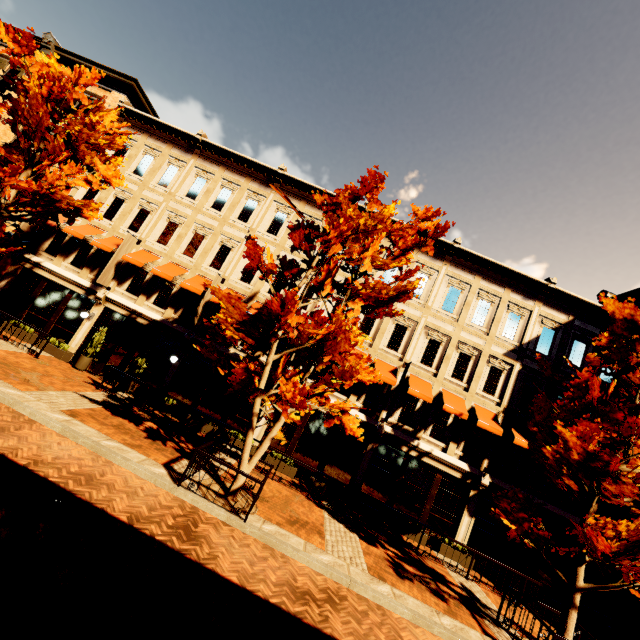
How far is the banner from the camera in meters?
15.5

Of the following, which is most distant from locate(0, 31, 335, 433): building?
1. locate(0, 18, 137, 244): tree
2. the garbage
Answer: locate(0, 18, 137, 244): tree

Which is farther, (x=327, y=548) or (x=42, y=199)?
(x=42, y=199)

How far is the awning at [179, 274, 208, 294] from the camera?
15.3m

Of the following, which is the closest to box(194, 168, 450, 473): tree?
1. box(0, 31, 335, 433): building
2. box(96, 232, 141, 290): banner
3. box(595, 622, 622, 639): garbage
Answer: box(0, 31, 335, 433): building

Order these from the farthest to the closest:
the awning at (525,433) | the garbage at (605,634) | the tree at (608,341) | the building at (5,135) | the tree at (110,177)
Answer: the building at (5,135) → the awning at (525,433) → the garbage at (605,634) → the tree at (110,177) → the tree at (608,341)

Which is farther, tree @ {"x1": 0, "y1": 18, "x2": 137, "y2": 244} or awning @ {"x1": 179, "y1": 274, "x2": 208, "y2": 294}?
awning @ {"x1": 179, "y1": 274, "x2": 208, "y2": 294}

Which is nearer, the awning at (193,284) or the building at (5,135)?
the awning at (193,284)
